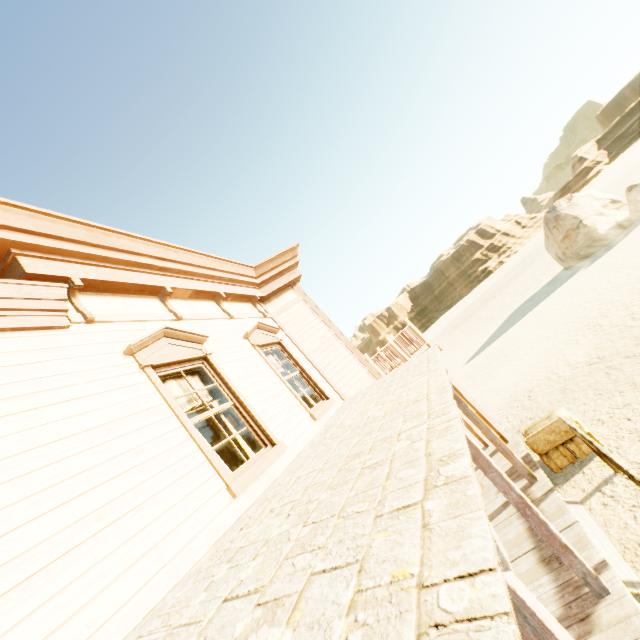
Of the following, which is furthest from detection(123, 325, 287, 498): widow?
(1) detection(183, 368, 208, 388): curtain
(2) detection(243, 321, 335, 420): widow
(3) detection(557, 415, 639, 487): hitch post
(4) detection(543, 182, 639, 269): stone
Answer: (4) detection(543, 182, 639, 269): stone

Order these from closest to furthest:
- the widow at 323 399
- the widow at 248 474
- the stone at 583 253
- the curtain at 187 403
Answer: the widow at 248 474, the curtain at 187 403, the widow at 323 399, the stone at 583 253

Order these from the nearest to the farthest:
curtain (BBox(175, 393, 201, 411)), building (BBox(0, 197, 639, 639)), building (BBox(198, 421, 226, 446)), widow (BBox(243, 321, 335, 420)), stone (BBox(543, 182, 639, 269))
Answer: building (BBox(0, 197, 639, 639)), curtain (BBox(175, 393, 201, 411)), widow (BBox(243, 321, 335, 420)), building (BBox(198, 421, 226, 446)), stone (BBox(543, 182, 639, 269))

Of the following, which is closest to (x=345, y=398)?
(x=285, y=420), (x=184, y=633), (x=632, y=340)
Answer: (x=285, y=420)

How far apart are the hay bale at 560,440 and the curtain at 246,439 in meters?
5.7 m

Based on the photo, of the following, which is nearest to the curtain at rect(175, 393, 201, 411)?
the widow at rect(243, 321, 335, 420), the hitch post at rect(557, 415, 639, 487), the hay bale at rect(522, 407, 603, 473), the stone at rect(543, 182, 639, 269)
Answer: the widow at rect(243, 321, 335, 420)

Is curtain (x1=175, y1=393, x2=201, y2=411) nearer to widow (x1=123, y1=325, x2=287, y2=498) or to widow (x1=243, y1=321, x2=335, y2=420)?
widow (x1=123, y1=325, x2=287, y2=498)

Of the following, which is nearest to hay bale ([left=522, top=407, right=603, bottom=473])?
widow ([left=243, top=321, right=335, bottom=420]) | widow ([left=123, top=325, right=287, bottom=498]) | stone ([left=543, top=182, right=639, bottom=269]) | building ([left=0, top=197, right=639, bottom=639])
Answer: building ([left=0, top=197, right=639, bottom=639])
